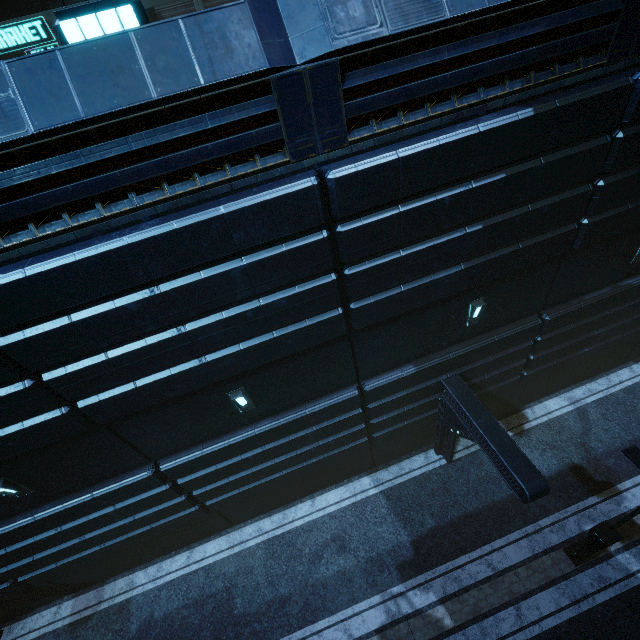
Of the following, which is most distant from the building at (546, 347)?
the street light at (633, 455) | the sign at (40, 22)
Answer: the street light at (633, 455)

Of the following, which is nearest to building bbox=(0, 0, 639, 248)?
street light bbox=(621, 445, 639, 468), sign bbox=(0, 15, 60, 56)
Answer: sign bbox=(0, 15, 60, 56)

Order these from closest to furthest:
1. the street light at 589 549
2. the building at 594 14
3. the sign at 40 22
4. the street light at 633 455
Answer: the building at 594 14 < the street light at 633 455 < the street light at 589 549 < the sign at 40 22

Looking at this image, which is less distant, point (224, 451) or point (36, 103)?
point (36, 103)

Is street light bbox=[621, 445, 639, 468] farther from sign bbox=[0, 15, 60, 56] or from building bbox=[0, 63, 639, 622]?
sign bbox=[0, 15, 60, 56]

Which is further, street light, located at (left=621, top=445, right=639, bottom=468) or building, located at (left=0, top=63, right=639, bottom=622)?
street light, located at (left=621, top=445, right=639, bottom=468)

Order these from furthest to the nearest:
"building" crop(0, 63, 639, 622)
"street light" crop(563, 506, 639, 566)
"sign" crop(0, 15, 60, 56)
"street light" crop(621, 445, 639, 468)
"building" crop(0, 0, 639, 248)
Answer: "sign" crop(0, 15, 60, 56), "street light" crop(563, 506, 639, 566), "street light" crop(621, 445, 639, 468), "building" crop(0, 63, 639, 622), "building" crop(0, 0, 639, 248)

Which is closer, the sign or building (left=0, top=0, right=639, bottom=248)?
building (left=0, top=0, right=639, bottom=248)
